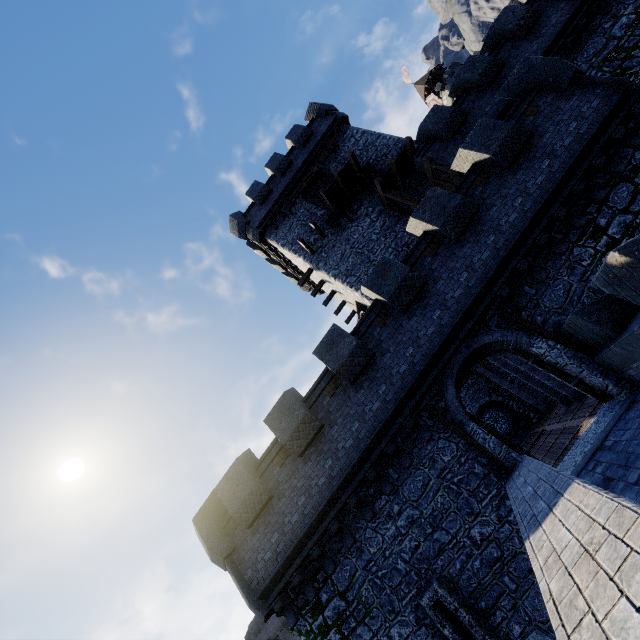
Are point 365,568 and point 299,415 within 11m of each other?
yes

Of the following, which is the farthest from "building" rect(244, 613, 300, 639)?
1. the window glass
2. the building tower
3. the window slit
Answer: the window glass

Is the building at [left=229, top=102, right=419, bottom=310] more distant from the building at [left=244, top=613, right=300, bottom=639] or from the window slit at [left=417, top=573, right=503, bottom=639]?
the building at [left=244, top=613, right=300, bottom=639]

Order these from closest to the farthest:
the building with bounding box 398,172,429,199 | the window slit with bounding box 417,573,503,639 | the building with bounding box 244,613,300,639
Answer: the window slit with bounding box 417,573,503,639
the building with bounding box 398,172,429,199
the building with bounding box 244,613,300,639

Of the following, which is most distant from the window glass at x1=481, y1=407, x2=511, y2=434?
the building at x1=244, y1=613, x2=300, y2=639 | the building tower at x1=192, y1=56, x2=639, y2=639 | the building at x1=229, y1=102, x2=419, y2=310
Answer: the building at x1=244, y1=613, x2=300, y2=639

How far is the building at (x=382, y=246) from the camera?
18.3m

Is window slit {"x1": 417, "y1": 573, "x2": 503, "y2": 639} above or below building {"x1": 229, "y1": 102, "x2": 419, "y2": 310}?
below

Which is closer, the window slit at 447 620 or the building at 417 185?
the window slit at 447 620
